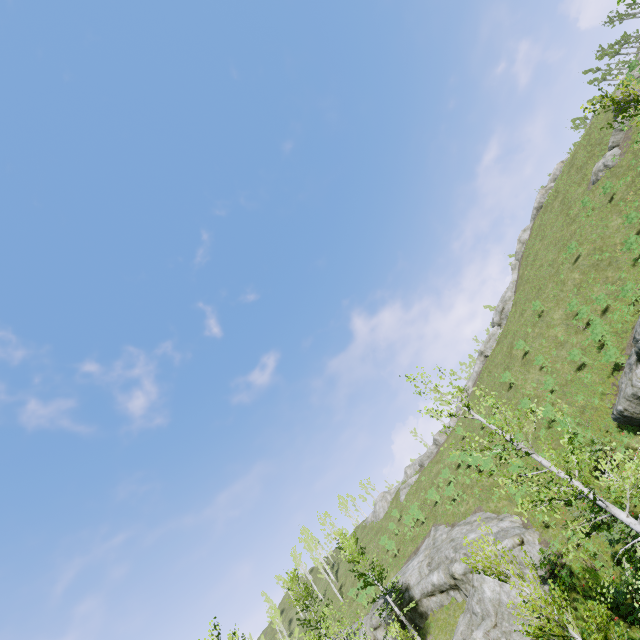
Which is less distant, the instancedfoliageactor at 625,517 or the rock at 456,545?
the instancedfoliageactor at 625,517

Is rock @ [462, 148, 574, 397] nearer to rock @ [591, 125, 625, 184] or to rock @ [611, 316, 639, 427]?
rock @ [591, 125, 625, 184]

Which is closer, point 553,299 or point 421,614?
point 421,614

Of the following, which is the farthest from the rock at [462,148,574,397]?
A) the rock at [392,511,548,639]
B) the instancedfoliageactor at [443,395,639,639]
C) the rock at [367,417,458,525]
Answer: the instancedfoliageactor at [443,395,639,639]

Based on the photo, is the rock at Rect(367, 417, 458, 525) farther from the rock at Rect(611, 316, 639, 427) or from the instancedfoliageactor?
→ the rock at Rect(611, 316, 639, 427)

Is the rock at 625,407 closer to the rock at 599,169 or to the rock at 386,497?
the rock at 599,169

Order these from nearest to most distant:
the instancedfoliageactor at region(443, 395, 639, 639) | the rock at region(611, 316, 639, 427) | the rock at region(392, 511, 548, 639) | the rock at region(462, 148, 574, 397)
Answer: the instancedfoliageactor at region(443, 395, 639, 639) → the rock at region(611, 316, 639, 427) → the rock at region(392, 511, 548, 639) → the rock at region(462, 148, 574, 397)

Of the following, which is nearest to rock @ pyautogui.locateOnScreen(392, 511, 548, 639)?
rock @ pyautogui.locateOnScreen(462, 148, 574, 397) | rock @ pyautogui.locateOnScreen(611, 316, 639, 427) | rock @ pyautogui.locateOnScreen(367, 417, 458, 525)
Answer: rock @ pyautogui.locateOnScreen(611, 316, 639, 427)
